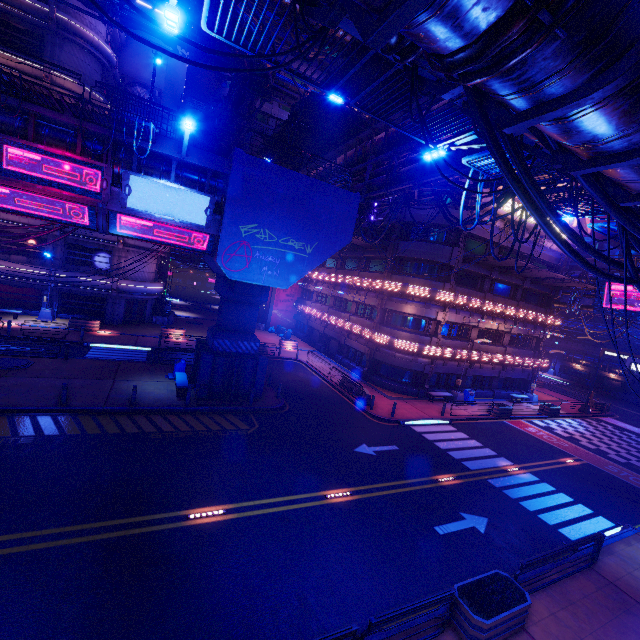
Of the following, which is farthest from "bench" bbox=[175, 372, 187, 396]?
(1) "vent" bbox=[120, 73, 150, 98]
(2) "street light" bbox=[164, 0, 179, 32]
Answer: (1) "vent" bbox=[120, 73, 150, 98]

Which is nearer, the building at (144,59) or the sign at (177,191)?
the sign at (177,191)

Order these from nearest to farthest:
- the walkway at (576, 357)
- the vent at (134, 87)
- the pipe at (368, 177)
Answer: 1. the pipe at (368, 177)
2. the vent at (134, 87)
3. the walkway at (576, 357)

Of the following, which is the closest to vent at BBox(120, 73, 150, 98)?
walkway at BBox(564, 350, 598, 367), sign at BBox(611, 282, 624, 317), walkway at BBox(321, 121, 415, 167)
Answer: walkway at BBox(321, 121, 415, 167)

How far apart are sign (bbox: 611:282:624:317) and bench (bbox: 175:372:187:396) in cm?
4177

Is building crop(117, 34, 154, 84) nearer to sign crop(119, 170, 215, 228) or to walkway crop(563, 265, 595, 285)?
sign crop(119, 170, 215, 228)

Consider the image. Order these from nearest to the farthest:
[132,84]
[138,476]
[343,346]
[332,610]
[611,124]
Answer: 1. [611,124]
2. [332,610]
3. [138,476]
4. [343,346]
5. [132,84]

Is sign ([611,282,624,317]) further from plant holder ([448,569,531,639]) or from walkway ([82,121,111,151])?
plant holder ([448,569,531,639])
